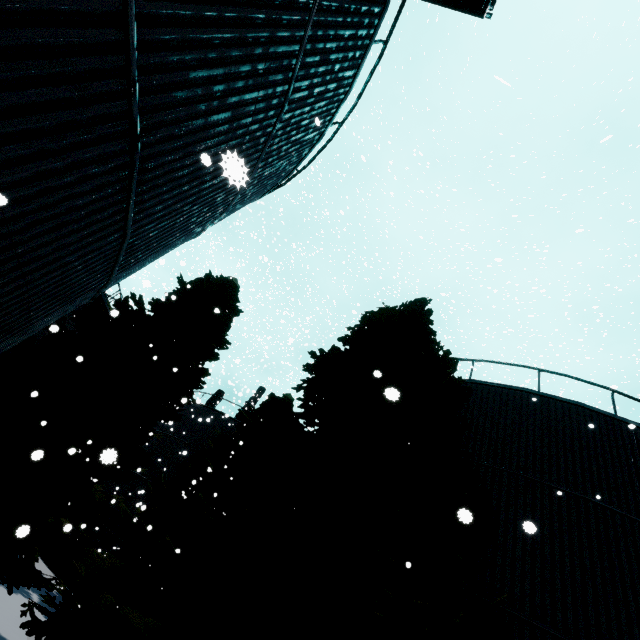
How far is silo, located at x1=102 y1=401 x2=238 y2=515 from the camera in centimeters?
2061cm

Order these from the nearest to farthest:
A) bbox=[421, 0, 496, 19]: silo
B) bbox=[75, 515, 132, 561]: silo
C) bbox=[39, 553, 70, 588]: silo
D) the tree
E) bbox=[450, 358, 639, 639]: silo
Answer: the tree
bbox=[421, 0, 496, 19]: silo
bbox=[450, 358, 639, 639]: silo
bbox=[39, 553, 70, 588]: silo
bbox=[75, 515, 132, 561]: silo

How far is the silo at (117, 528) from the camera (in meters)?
18.23

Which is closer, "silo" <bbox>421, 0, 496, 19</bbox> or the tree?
the tree

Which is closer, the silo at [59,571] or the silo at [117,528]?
the silo at [59,571]

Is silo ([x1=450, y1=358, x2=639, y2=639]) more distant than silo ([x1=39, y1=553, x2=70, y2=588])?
No

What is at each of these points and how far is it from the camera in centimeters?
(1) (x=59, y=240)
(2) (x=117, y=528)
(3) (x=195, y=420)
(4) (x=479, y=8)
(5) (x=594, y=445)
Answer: (1) silo, 359cm
(2) silo, 1917cm
(3) silo, 2461cm
(4) silo, 512cm
(5) silo, 902cm

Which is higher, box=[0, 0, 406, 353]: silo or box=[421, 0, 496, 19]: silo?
box=[421, 0, 496, 19]: silo
